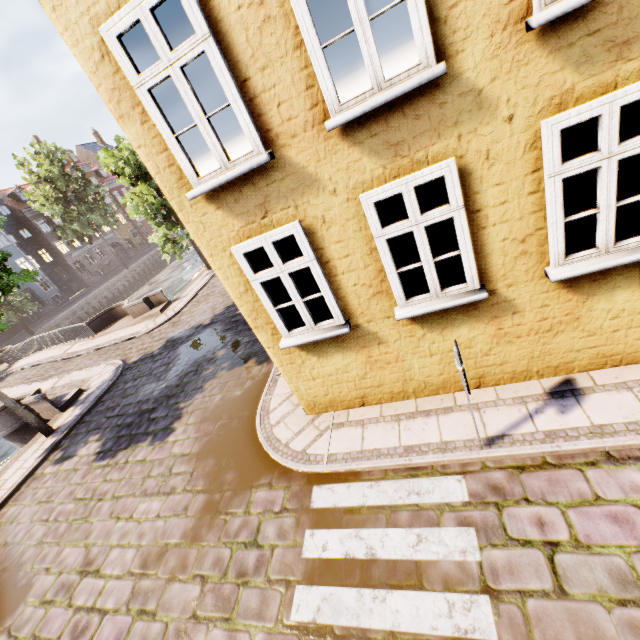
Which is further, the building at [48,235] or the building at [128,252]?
the building at [128,252]

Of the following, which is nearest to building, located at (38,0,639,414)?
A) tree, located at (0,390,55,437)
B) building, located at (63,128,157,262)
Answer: tree, located at (0,390,55,437)

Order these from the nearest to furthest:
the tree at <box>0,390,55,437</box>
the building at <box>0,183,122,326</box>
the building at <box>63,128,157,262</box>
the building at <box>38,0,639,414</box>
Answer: the building at <box>38,0,639,414</box>, the tree at <box>0,390,55,437</box>, the building at <box>0,183,122,326</box>, the building at <box>63,128,157,262</box>

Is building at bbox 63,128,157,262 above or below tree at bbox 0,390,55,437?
above

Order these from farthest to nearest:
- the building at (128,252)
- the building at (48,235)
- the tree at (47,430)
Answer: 1. the building at (128,252)
2. the building at (48,235)
3. the tree at (47,430)

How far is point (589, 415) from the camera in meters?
4.5

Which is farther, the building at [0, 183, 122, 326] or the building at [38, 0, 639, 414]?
the building at [0, 183, 122, 326]

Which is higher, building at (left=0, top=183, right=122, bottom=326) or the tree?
building at (left=0, top=183, right=122, bottom=326)
